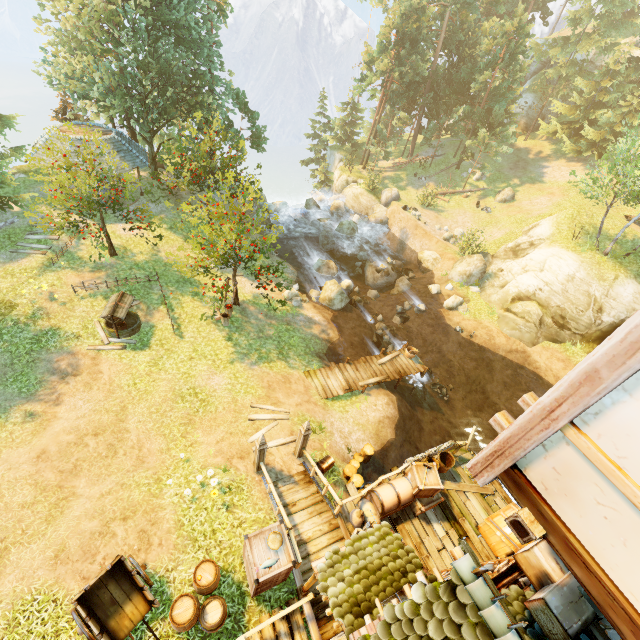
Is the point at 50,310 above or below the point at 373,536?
below

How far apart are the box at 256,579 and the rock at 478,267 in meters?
22.8

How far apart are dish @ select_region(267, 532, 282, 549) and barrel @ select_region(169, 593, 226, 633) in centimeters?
173cm

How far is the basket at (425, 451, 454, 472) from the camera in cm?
1138

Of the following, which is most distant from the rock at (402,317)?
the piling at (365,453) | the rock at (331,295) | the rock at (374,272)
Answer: the piling at (365,453)

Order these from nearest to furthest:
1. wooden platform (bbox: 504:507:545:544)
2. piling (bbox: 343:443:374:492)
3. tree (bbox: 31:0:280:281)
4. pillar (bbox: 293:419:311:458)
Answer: wooden platform (bbox: 504:507:545:544), pillar (bbox: 293:419:311:458), piling (bbox: 343:443:374:492), tree (bbox: 31:0:280:281)

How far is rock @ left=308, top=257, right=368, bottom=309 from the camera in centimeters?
2162cm

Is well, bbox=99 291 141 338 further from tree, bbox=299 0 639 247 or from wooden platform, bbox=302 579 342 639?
wooden platform, bbox=302 579 342 639
